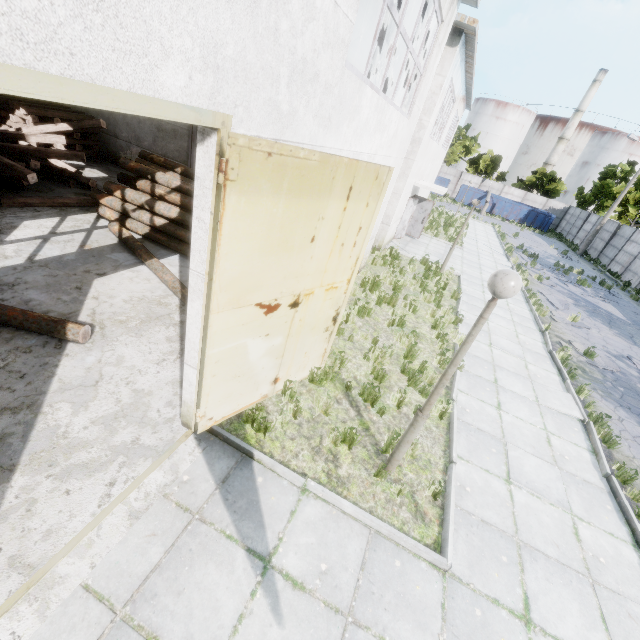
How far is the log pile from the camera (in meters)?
8.83

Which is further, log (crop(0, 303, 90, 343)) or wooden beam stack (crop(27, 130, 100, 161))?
wooden beam stack (crop(27, 130, 100, 161))

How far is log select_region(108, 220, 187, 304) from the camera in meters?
7.1

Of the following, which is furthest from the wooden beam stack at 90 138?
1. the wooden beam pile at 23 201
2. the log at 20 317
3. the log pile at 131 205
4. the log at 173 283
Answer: the log at 20 317

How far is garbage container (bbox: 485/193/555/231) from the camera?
39.44m

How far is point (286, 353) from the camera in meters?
5.1

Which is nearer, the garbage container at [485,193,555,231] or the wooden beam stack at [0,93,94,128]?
the wooden beam stack at [0,93,94,128]

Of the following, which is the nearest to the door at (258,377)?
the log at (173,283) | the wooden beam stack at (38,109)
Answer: the log at (173,283)
